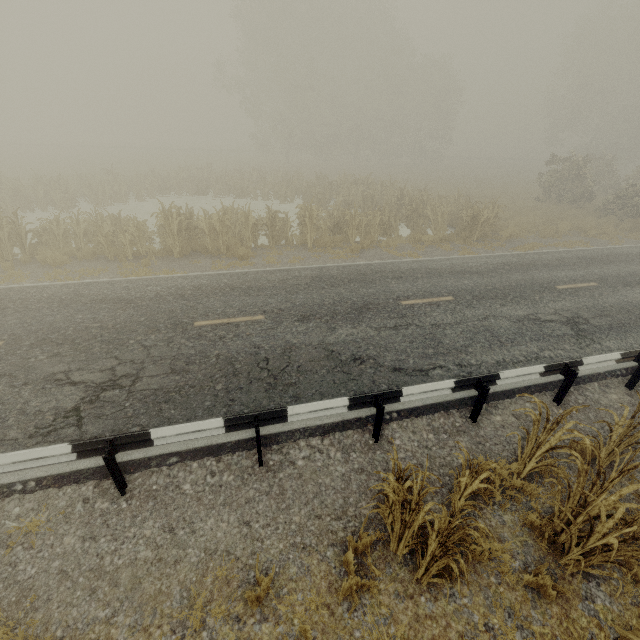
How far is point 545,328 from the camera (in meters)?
8.70

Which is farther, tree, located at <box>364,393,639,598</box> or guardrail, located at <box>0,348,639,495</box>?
guardrail, located at <box>0,348,639,495</box>

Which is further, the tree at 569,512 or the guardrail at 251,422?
the guardrail at 251,422
